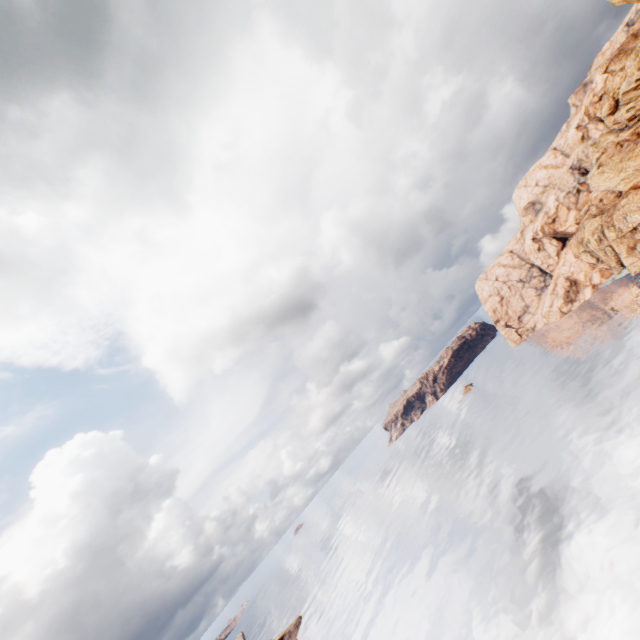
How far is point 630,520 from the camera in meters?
34.2 m
